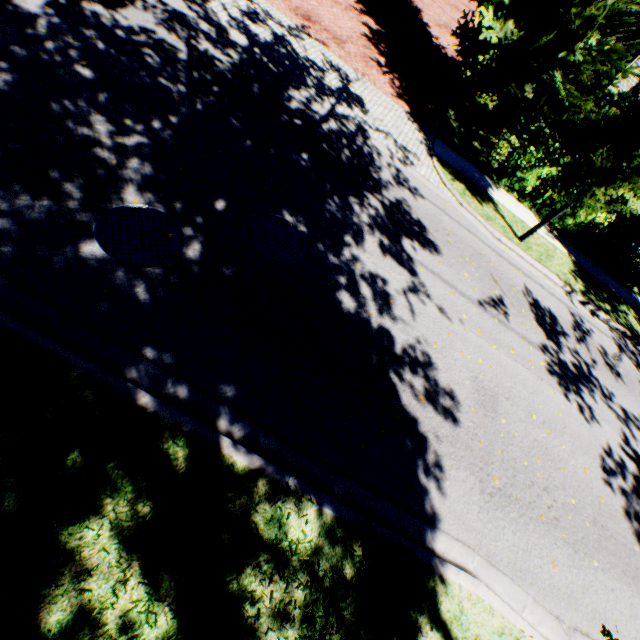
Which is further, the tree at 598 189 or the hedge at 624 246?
the hedge at 624 246

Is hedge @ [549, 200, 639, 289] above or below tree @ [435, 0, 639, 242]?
below

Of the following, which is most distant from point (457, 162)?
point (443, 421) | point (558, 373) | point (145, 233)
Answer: point (145, 233)

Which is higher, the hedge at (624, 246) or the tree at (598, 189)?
the tree at (598, 189)

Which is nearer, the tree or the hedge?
the tree
